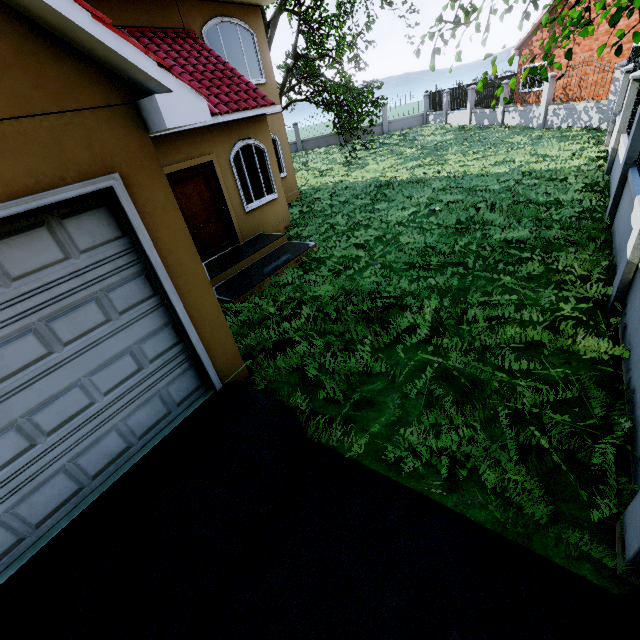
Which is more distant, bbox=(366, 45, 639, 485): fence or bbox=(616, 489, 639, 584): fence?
bbox=(366, 45, 639, 485): fence

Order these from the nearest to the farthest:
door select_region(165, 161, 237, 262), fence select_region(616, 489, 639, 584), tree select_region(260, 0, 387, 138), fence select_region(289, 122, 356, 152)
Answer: fence select_region(616, 489, 639, 584), door select_region(165, 161, 237, 262), tree select_region(260, 0, 387, 138), fence select_region(289, 122, 356, 152)

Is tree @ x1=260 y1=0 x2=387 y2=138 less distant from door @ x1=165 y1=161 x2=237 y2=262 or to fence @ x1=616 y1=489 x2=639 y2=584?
fence @ x1=616 y1=489 x2=639 y2=584

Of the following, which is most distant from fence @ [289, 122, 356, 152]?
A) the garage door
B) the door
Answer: the door

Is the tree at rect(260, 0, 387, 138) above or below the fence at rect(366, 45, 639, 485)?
above

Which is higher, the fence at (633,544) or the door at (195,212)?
the door at (195,212)

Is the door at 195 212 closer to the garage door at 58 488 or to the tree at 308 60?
the garage door at 58 488

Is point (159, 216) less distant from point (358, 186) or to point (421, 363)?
point (421, 363)
